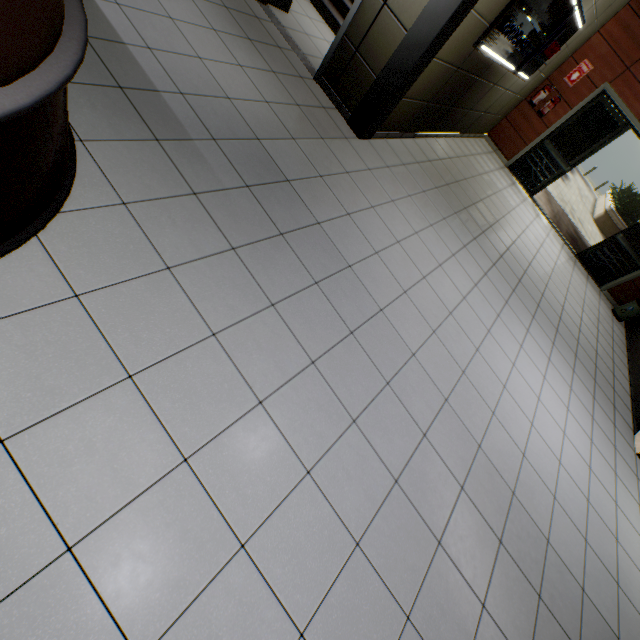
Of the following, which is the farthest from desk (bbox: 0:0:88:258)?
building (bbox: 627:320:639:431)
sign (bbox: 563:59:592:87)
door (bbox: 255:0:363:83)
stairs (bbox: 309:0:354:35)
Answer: sign (bbox: 563:59:592:87)

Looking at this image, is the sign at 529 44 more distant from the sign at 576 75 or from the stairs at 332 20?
the sign at 576 75

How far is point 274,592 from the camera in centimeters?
155cm

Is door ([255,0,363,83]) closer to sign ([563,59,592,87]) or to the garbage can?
sign ([563,59,592,87])

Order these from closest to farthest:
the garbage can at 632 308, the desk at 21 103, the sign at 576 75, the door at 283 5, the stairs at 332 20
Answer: the desk at 21 103, the door at 283 5, the stairs at 332 20, the sign at 576 75, the garbage can at 632 308

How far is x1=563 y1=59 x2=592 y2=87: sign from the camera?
6.9m

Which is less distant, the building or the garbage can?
the building

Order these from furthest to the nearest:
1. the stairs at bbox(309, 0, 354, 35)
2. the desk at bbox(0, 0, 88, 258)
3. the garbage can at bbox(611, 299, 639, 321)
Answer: the garbage can at bbox(611, 299, 639, 321)
the stairs at bbox(309, 0, 354, 35)
the desk at bbox(0, 0, 88, 258)
